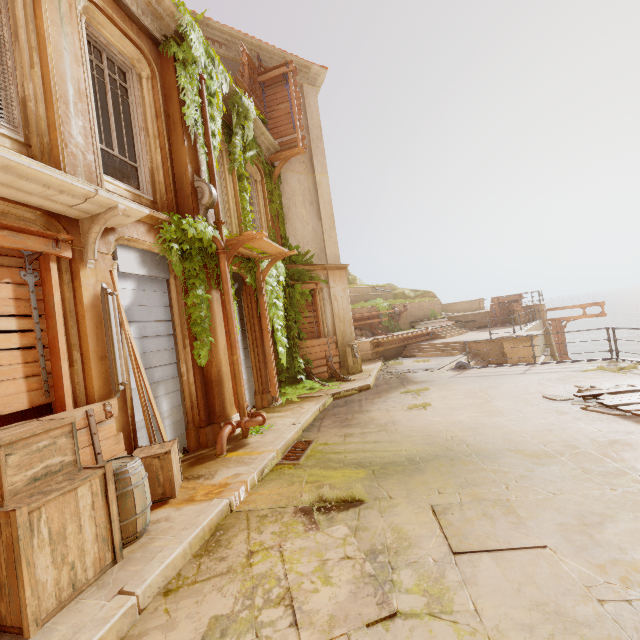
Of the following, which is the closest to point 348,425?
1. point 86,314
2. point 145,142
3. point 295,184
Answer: point 86,314

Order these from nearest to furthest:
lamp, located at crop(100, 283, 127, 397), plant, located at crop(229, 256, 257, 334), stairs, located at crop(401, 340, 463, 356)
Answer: lamp, located at crop(100, 283, 127, 397)
plant, located at crop(229, 256, 257, 334)
stairs, located at crop(401, 340, 463, 356)

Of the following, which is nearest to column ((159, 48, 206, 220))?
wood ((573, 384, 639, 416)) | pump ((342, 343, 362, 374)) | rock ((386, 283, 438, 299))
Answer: pump ((342, 343, 362, 374))

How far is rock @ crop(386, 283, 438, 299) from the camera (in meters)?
29.53

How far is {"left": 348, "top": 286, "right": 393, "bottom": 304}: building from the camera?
21.8 meters

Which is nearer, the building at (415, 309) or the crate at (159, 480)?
the crate at (159, 480)

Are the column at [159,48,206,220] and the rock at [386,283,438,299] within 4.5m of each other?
no

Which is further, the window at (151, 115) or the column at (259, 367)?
the column at (259, 367)
